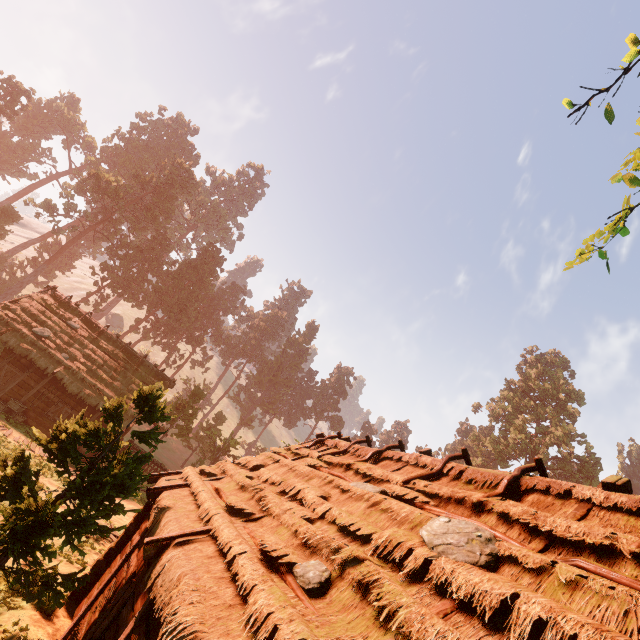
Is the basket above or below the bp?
below

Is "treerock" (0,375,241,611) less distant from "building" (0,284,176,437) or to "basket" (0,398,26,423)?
"building" (0,284,176,437)

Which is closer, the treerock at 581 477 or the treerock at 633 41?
the treerock at 633 41

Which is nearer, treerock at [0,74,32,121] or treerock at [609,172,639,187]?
treerock at [609,172,639,187]

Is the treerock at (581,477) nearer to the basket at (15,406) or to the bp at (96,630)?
the bp at (96,630)

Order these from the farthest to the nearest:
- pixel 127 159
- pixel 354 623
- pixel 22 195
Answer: pixel 127 159, pixel 22 195, pixel 354 623

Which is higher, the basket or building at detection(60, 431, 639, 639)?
building at detection(60, 431, 639, 639)

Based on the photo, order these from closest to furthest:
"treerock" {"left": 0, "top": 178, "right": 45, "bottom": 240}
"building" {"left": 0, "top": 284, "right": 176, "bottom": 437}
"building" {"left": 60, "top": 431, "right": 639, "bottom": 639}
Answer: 1. "building" {"left": 60, "top": 431, "right": 639, "bottom": 639}
2. "building" {"left": 0, "top": 284, "right": 176, "bottom": 437}
3. "treerock" {"left": 0, "top": 178, "right": 45, "bottom": 240}
